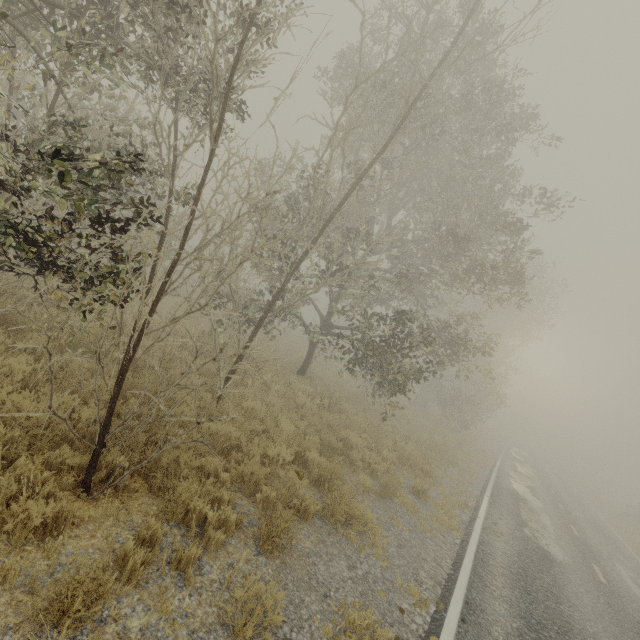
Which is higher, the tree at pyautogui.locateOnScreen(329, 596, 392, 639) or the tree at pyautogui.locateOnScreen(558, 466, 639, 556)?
the tree at pyautogui.locateOnScreen(558, 466, 639, 556)

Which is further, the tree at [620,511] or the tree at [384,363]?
the tree at [620,511]

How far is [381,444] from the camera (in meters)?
12.09

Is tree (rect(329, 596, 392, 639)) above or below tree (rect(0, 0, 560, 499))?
below

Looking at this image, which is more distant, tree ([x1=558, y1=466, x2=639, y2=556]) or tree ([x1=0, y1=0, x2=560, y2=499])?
tree ([x1=558, y1=466, x2=639, y2=556])
